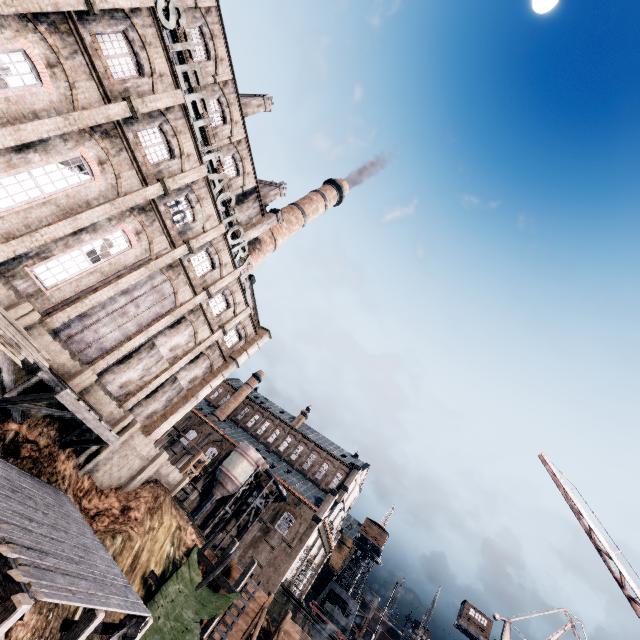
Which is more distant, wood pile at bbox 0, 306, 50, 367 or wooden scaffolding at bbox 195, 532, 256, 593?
wooden scaffolding at bbox 195, 532, 256, 593

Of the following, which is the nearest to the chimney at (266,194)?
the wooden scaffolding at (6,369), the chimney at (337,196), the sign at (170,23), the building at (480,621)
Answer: the chimney at (337,196)

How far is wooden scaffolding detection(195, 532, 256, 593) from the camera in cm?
2185

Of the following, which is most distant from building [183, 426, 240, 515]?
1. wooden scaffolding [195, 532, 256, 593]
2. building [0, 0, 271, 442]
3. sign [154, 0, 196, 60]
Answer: sign [154, 0, 196, 60]

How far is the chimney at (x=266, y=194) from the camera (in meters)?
38.84

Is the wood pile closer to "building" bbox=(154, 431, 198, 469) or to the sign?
the sign

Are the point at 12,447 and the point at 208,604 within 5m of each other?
no

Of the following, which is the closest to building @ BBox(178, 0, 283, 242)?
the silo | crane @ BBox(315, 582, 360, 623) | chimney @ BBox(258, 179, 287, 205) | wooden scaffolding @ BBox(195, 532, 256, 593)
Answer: chimney @ BBox(258, 179, 287, 205)
